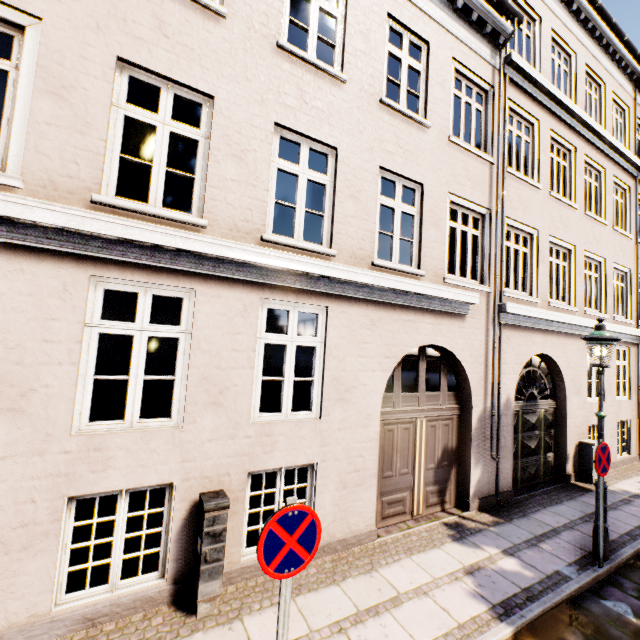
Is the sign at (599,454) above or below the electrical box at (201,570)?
above

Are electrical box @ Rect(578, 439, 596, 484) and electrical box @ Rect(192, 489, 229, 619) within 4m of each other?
no

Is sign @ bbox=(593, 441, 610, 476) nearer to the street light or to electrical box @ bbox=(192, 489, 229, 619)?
the street light

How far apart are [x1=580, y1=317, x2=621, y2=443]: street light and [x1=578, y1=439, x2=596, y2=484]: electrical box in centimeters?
401cm

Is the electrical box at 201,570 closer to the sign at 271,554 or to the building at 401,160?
the sign at 271,554

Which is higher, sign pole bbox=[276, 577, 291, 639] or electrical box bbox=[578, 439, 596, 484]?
sign pole bbox=[276, 577, 291, 639]

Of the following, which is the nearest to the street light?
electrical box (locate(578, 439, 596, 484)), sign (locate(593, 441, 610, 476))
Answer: sign (locate(593, 441, 610, 476))

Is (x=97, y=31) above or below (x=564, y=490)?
above
